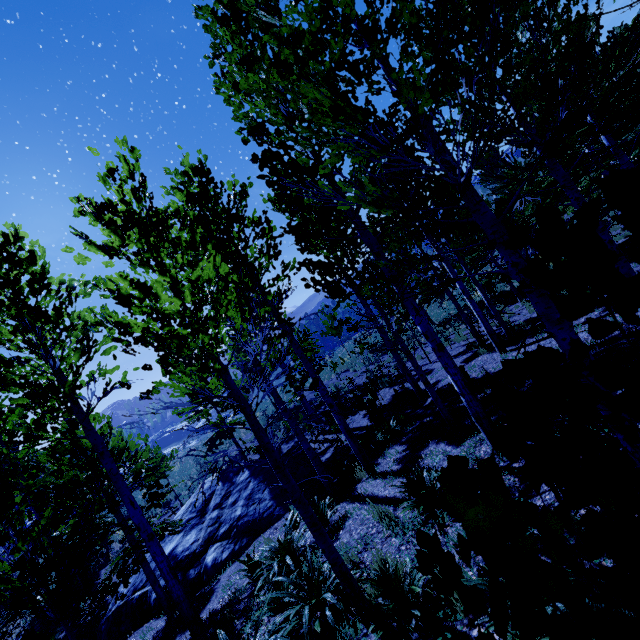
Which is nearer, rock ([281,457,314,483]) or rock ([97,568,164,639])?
rock ([97,568,164,639])

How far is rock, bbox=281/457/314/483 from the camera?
11.3 meters

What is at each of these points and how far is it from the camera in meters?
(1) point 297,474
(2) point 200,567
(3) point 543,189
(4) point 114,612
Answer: (1) rock, 11.5
(2) rock, 9.2
(3) instancedfoliageactor, 9.7
(4) rock, 9.6

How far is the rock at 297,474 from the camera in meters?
11.3 m

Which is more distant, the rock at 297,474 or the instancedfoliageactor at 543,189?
the rock at 297,474

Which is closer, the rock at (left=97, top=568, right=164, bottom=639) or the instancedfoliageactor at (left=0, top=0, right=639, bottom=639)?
the instancedfoliageactor at (left=0, top=0, right=639, bottom=639)

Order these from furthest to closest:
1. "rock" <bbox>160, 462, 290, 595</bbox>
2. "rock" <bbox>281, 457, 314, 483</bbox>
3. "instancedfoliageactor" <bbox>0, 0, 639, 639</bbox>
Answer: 1. "rock" <bbox>281, 457, 314, 483</bbox>
2. "rock" <bbox>160, 462, 290, 595</bbox>
3. "instancedfoliageactor" <bbox>0, 0, 639, 639</bbox>
